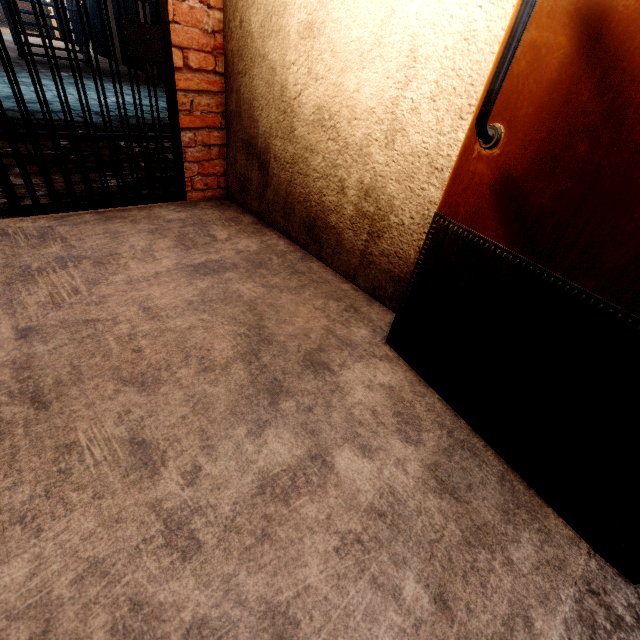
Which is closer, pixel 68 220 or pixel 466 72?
pixel 466 72
